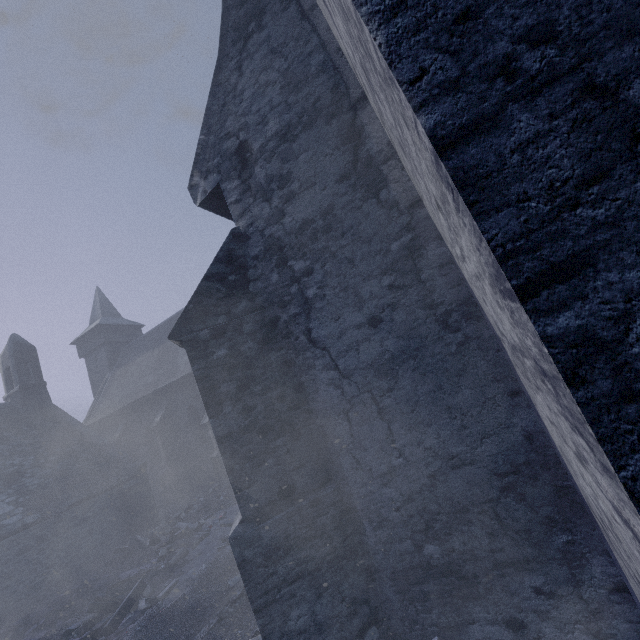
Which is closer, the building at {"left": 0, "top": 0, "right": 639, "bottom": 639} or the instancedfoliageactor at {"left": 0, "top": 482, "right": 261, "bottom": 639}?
the building at {"left": 0, "top": 0, "right": 639, "bottom": 639}

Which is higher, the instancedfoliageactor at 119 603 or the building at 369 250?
the building at 369 250

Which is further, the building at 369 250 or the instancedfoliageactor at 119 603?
the instancedfoliageactor at 119 603

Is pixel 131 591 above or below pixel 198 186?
below

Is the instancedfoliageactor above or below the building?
below
